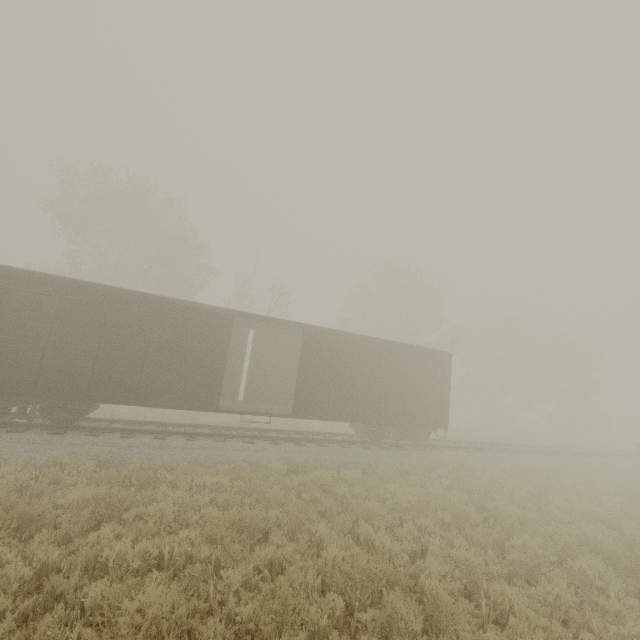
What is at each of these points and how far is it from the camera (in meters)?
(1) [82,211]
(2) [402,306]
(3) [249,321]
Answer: (1) tree, 23.45
(2) tree, 30.62
(3) boxcar, 14.68

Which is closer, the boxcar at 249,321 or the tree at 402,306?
the boxcar at 249,321

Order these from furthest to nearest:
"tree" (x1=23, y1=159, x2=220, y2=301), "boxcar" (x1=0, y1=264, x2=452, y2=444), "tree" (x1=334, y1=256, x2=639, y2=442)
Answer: "tree" (x1=334, y1=256, x2=639, y2=442), "tree" (x1=23, y1=159, x2=220, y2=301), "boxcar" (x1=0, y1=264, x2=452, y2=444)

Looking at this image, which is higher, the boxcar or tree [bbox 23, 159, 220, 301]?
tree [bbox 23, 159, 220, 301]

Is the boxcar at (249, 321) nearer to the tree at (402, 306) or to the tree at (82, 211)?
the tree at (82, 211)

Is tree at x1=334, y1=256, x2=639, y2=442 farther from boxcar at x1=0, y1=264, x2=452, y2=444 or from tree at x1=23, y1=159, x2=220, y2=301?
tree at x1=23, y1=159, x2=220, y2=301

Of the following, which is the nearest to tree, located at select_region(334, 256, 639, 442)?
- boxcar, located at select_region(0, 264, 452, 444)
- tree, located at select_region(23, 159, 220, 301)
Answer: boxcar, located at select_region(0, 264, 452, 444)
